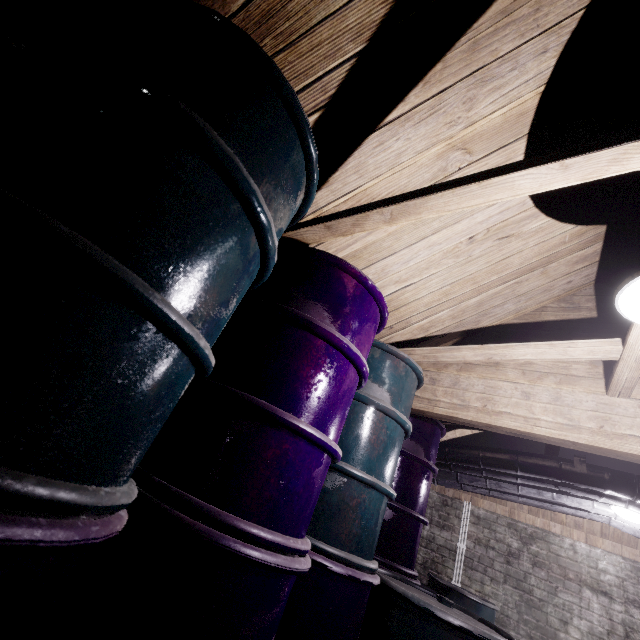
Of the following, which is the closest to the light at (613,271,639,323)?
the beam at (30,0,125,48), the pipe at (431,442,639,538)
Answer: the beam at (30,0,125,48)

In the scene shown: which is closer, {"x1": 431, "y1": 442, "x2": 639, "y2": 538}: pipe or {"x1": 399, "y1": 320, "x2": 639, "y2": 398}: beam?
{"x1": 399, "y1": 320, "x2": 639, "y2": 398}: beam

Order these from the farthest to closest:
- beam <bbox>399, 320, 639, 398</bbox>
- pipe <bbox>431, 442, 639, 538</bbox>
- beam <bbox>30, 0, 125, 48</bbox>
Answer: pipe <bbox>431, 442, 639, 538</bbox> → beam <bbox>399, 320, 639, 398</bbox> → beam <bbox>30, 0, 125, 48</bbox>

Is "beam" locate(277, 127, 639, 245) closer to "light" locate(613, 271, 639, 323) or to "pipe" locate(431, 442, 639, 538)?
"light" locate(613, 271, 639, 323)

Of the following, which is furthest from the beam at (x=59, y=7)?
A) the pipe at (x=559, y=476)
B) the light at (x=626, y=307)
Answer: the pipe at (x=559, y=476)

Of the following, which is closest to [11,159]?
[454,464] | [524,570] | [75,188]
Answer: [75,188]

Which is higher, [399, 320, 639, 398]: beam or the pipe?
[399, 320, 639, 398]: beam

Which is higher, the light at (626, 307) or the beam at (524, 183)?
the beam at (524, 183)
